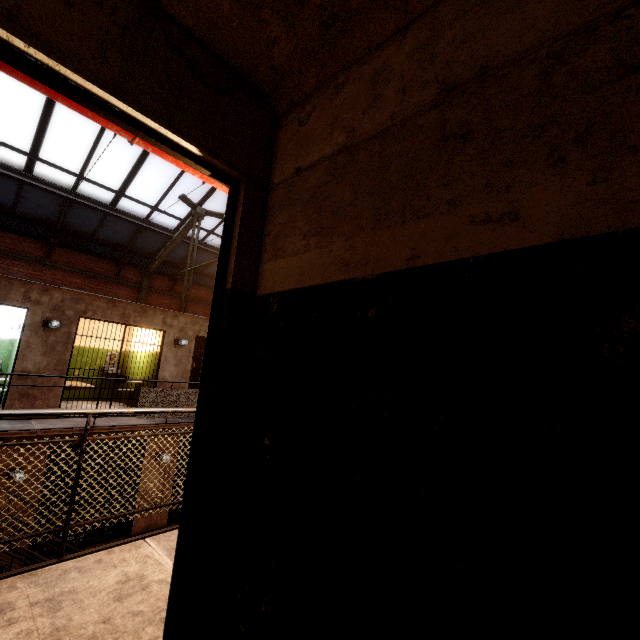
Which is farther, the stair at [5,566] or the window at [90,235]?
the window at [90,235]

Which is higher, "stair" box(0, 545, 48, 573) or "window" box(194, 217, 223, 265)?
"window" box(194, 217, 223, 265)

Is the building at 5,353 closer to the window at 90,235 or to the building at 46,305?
the building at 46,305

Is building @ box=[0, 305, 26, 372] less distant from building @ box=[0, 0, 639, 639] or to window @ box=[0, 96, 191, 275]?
window @ box=[0, 96, 191, 275]

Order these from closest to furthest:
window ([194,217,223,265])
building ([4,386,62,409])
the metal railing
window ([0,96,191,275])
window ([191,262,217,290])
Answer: the metal railing < building ([4,386,62,409]) < window ([0,96,191,275]) < window ([194,217,223,265]) < window ([191,262,217,290])

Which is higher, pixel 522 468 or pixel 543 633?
pixel 522 468

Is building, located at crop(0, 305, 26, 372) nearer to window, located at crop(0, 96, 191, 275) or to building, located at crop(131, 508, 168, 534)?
building, located at crop(131, 508, 168, 534)

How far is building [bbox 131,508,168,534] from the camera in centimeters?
842cm
